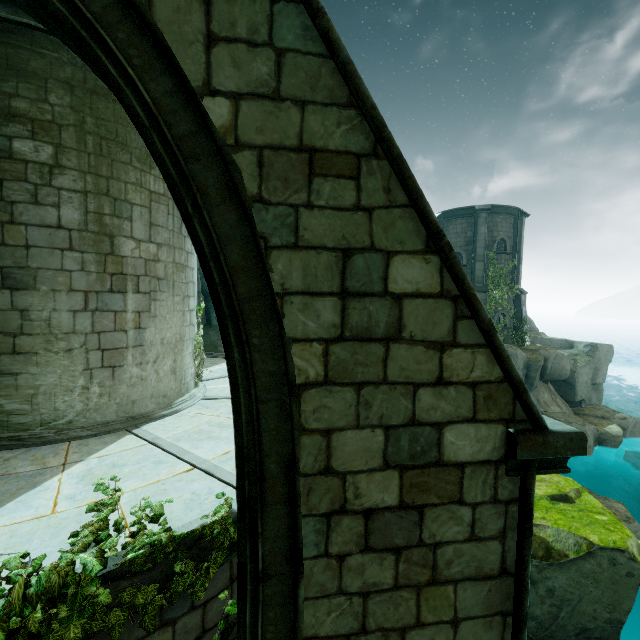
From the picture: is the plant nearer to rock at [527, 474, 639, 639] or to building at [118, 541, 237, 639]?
building at [118, 541, 237, 639]

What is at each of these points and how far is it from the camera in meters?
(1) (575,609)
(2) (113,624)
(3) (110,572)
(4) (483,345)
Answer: (1) rock, 6.8
(2) plant, 2.9
(3) building, 3.0
(4) buttress, 2.3

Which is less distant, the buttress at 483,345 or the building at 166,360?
the buttress at 483,345

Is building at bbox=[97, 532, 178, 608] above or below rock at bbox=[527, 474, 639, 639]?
above

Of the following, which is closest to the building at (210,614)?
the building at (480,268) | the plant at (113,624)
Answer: the plant at (113,624)

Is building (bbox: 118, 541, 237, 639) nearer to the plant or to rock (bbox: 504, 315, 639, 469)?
the plant

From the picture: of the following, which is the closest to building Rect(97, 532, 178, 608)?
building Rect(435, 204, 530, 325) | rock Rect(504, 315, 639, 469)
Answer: rock Rect(504, 315, 639, 469)

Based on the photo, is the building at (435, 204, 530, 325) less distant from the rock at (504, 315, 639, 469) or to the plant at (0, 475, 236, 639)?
the rock at (504, 315, 639, 469)
